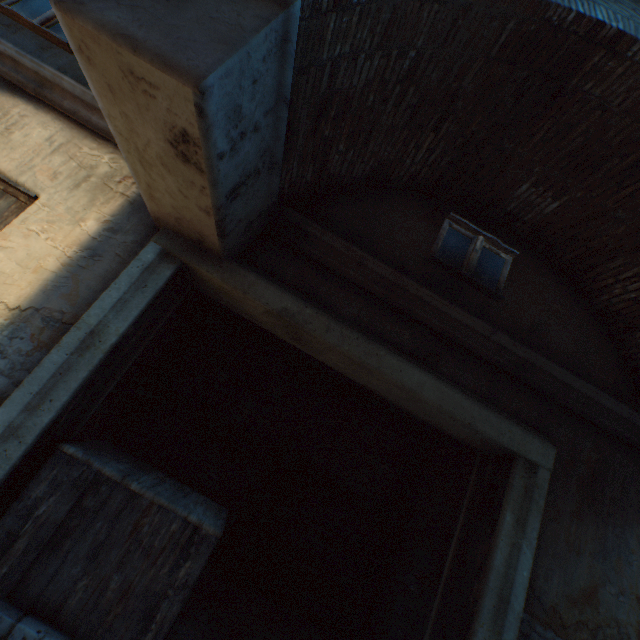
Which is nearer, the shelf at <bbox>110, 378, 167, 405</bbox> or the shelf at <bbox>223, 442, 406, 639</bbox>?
the shelf at <bbox>110, 378, 167, 405</bbox>

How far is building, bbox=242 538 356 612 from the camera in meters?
4.7 m

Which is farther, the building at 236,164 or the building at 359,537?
the building at 359,537

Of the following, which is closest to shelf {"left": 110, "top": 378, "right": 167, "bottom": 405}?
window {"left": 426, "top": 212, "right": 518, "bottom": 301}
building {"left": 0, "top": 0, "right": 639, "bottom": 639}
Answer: window {"left": 426, "top": 212, "right": 518, "bottom": 301}

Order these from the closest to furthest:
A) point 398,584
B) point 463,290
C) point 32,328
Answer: point 32,328, point 463,290, point 398,584

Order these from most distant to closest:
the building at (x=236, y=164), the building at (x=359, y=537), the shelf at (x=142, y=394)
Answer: the building at (x=359, y=537)
the shelf at (x=142, y=394)
the building at (x=236, y=164)

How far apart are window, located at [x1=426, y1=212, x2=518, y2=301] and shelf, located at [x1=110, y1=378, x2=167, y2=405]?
3.7m

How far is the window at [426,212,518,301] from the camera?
3.8 meters
